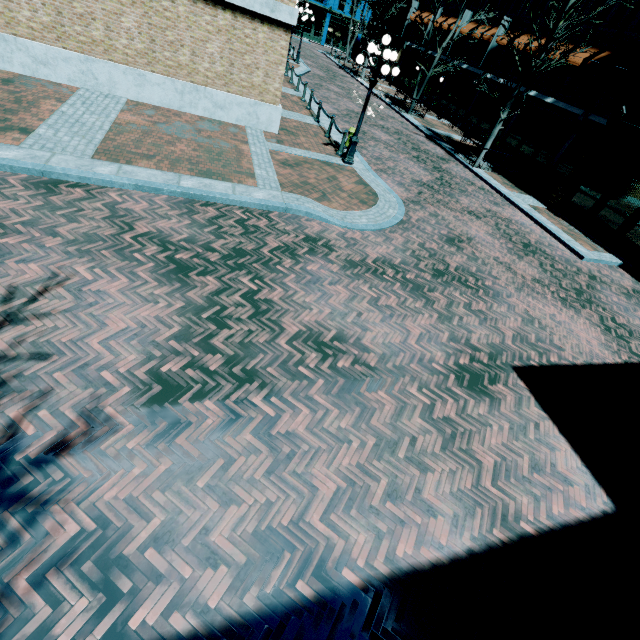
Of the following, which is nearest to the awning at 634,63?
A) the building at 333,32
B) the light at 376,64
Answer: the light at 376,64

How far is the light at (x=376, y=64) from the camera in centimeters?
948cm

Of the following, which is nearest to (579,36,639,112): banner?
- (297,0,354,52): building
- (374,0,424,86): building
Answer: (374,0,424,86): building

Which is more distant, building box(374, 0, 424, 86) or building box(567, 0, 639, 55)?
building box(374, 0, 424, 86)

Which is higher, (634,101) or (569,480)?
(634,101)

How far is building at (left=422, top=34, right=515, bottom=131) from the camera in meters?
23.5 m

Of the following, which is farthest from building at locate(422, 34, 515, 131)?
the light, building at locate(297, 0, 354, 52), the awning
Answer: the light

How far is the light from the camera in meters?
9.5
